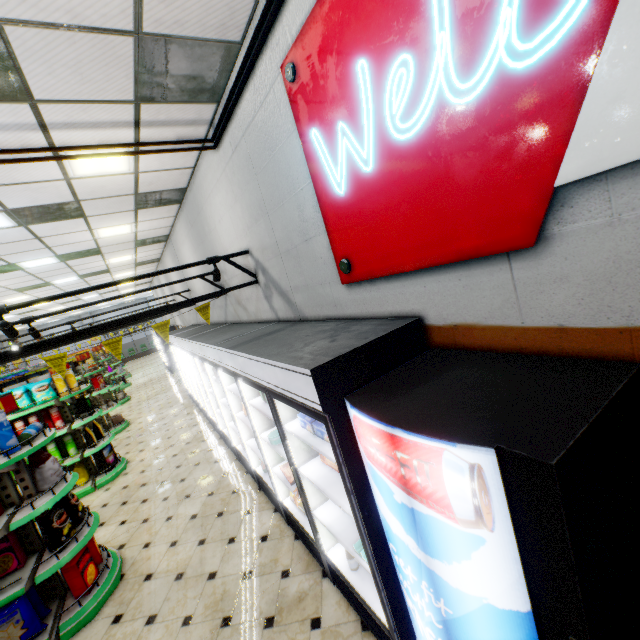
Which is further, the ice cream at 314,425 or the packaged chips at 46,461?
the packaged chips at 46,461

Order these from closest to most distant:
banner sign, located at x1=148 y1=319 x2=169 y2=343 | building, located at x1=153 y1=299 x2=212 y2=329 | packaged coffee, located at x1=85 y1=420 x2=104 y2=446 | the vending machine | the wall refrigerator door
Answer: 1. the vending machine
2. the wall refrigerator door
3. banner sign, located at x1=148 y1=319 x2=169 y2=343
4. packaged coffee, located at x1=85 y1=420 x2=104 y2=446
5. building, located at x1=153 y1=299 x2=212 y2=329

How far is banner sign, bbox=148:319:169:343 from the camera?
3.9 meters

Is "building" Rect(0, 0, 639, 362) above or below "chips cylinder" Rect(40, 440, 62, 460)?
above

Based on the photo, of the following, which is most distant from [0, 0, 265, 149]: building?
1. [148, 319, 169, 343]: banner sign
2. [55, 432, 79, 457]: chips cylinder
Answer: [148, 319, 169, 343]: banner sign

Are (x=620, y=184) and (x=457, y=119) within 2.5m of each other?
yes

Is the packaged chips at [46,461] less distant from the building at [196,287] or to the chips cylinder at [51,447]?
the building at [196,287]

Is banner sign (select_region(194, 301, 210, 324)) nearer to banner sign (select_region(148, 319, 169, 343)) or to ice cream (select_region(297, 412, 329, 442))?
banner sign (select_region(148, 319, 169, 343))
